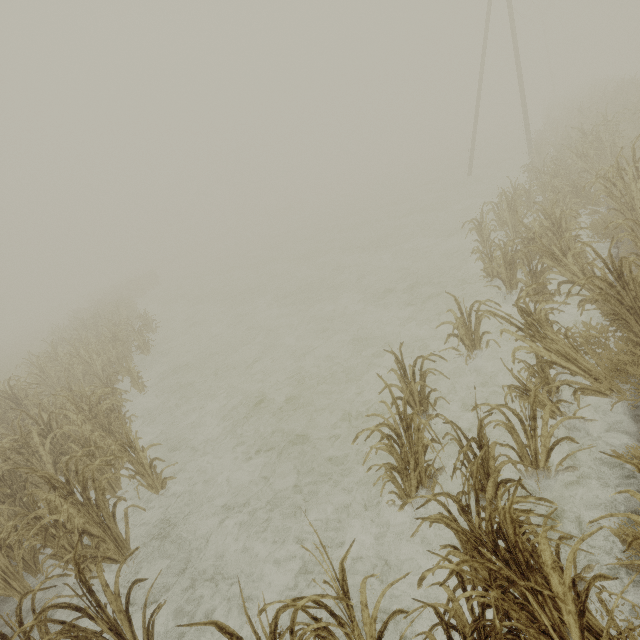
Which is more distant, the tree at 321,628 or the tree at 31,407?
the tree at 31,407

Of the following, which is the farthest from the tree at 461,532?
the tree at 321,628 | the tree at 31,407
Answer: the tree at 31,407

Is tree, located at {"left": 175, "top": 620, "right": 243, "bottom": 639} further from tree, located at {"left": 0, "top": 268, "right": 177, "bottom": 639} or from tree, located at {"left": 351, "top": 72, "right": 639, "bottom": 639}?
tree, located at {"left": 0, "top": 268, "right": 177, "bottom": 639}

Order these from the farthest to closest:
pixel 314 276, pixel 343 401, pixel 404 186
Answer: pixel 404 186 → pixel 314 276 → pixel 343 401

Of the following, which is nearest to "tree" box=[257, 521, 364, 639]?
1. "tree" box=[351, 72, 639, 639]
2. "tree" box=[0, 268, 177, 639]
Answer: "tree" box=[351, 72, 639, 639]

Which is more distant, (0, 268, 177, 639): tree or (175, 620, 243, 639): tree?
(0, 268, 177, 639): tree
